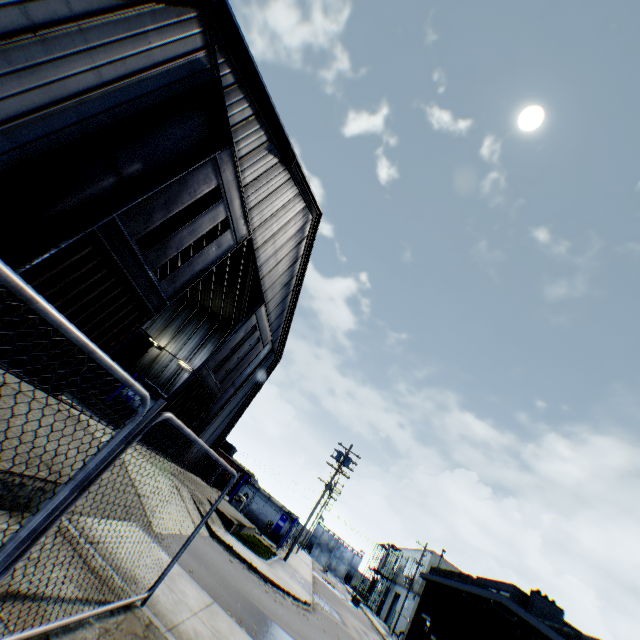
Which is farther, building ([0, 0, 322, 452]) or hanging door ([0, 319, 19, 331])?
hanging door ([0, 319, 19, 331])

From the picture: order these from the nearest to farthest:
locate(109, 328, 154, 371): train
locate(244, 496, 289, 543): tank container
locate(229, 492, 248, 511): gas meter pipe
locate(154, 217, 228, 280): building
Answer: locate(109, 328, 154, 371): train → locate(154, 217, 228, 280): building → locate(229, 492, 248, 511): gas meter pipe → locate(244, 496, 289, 543): tank container

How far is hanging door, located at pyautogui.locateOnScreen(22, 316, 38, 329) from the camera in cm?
930

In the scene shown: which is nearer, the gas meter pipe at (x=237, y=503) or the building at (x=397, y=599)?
the gas meter pipe at (x=237, y=503)

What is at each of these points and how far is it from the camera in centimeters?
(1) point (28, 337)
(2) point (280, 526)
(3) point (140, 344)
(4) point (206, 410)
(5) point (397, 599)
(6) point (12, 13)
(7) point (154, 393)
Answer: (1) hanging door, 959cm
(2) tank container, 3156cm
(3) train, 1859cm
(4) hanging door, 2148cm
(5) building, 4566cm
(6) building, 652cm
(7) tank container, 2466cm

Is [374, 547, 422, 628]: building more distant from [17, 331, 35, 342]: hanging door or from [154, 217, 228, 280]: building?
[17, 331, 35, 342]: hanging door

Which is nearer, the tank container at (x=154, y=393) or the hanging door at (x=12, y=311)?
the hanging door at (x=12, y=311)

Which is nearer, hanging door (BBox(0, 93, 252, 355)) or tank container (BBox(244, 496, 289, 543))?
hanging door (BBox(0, 93, 252, 355))
